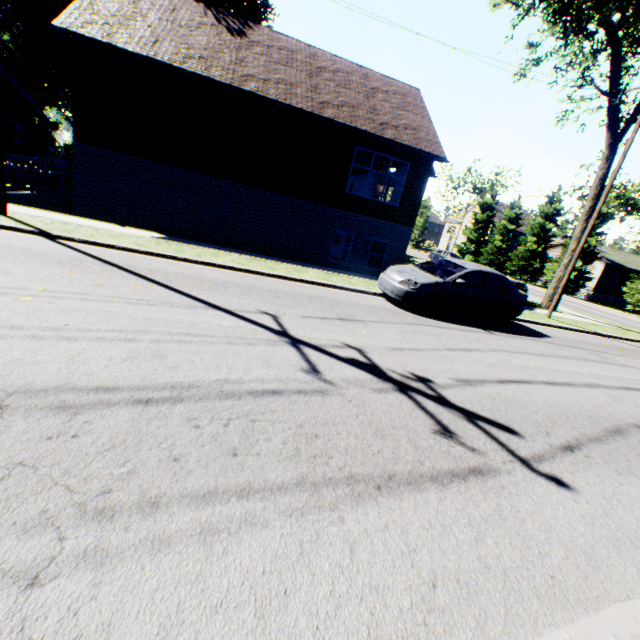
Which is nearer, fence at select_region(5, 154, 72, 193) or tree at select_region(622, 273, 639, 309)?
fence at select_region(5, 154, 72, 193)

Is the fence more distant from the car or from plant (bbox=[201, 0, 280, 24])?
the car

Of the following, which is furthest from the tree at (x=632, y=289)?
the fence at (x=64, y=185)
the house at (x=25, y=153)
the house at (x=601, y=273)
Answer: the house at (x=25, y=153)

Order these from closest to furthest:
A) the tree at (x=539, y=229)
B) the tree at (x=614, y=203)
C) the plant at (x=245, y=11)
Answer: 1. the tree at (x=539, y=229)
2. the plant at (x=245, y=11)
3. the tree at (x=614, y=203)

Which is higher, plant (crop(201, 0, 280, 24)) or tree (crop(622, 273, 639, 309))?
plant (crop(201, 0, 280, 24))

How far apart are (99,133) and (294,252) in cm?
893

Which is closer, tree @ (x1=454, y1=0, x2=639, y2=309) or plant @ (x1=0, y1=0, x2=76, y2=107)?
tree @ (x1=454, y1=0, x2=639, y2=309)

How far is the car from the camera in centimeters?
910cm
